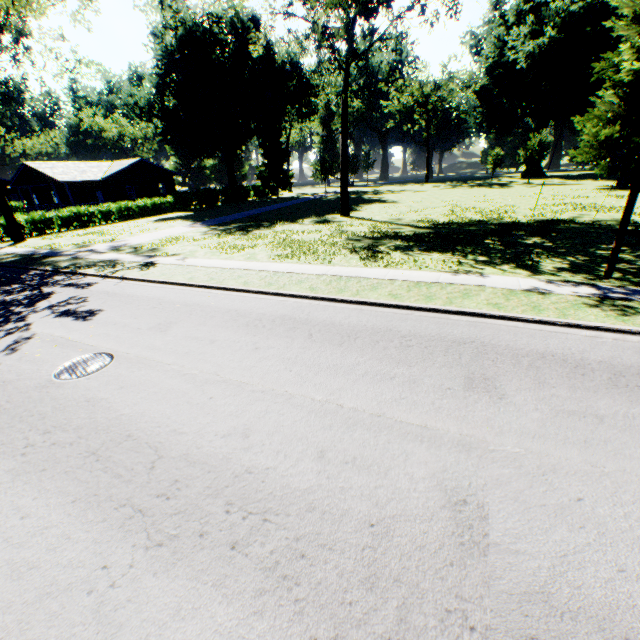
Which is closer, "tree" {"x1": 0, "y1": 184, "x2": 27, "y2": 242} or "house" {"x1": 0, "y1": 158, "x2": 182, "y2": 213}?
"tree" {"x1": 0, "y1": 184, "x2": 27, "y2": 242}

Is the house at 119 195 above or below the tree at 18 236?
above

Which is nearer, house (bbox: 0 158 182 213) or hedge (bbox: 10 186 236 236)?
hedge (bbox: 10 186 236 236)

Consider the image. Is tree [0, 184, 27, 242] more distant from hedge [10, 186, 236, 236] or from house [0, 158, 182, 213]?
house [0, 158, 182, 213]

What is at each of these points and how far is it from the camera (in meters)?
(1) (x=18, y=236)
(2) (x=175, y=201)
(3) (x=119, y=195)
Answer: (1) tree, 26.00
(2) hedge, 42.03
(3) house, 40.62

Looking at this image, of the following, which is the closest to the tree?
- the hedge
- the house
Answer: the hedge

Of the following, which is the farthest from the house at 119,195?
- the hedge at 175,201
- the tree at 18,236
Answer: the tree at 18,236

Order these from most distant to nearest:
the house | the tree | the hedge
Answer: the house
the hedge
the tree
